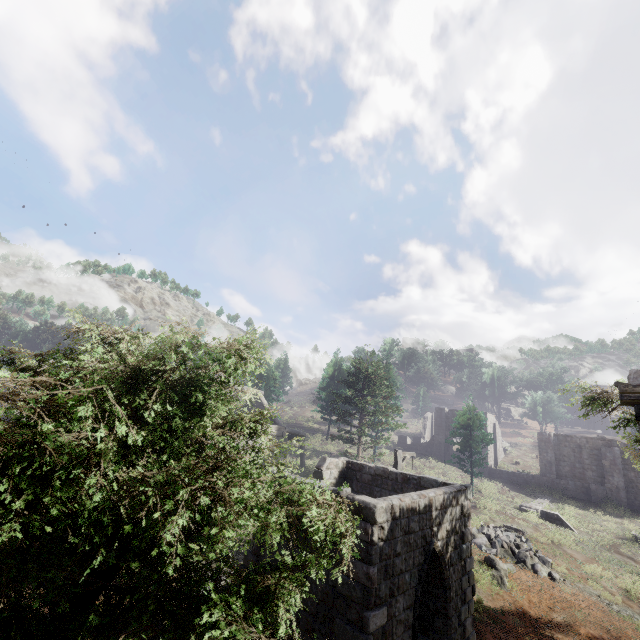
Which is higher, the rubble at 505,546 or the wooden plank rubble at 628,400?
the wooden plank rubble at 628,400

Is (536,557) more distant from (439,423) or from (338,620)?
(439,423)

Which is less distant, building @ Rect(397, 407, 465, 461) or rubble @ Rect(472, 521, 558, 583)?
rubble @ Rect(472, 521, 558, 583)

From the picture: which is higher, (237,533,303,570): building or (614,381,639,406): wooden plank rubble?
(614,381,639,406): wooden plank rubble

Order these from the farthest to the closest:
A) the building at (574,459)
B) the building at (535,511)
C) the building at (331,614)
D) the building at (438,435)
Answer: the building at (438,435) → the building at (574,459) → the building at (535,511) → the building at (331,614)

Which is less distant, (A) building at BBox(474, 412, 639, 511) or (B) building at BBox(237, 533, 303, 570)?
(B) building at BBox(237, 533, 303, 570)

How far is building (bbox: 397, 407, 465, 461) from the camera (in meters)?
38.44
